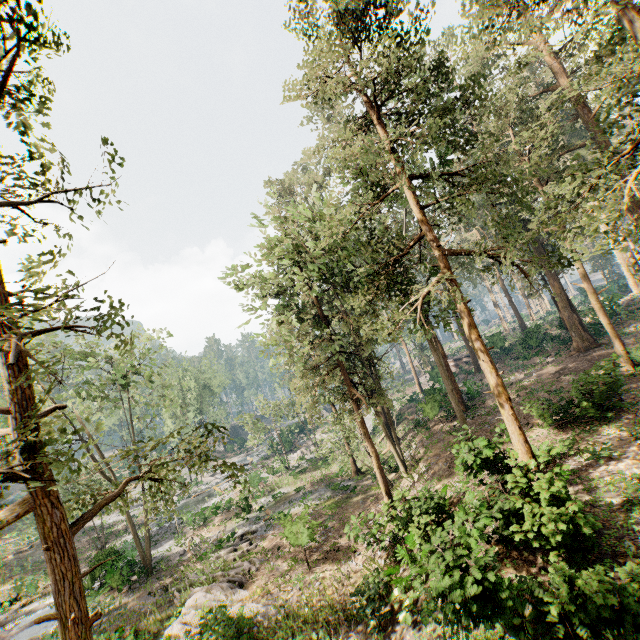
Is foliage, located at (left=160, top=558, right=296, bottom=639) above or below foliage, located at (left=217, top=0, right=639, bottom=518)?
below

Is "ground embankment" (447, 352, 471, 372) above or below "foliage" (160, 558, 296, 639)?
above

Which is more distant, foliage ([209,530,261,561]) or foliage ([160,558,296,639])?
foliage ([209,530,261,561])

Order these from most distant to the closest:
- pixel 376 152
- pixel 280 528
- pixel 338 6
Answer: pixel 280 528
pixel 338 6
pixel 376 152

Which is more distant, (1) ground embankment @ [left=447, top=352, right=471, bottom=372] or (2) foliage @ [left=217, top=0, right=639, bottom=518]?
(1) ground embankment @ [left=447, top=352, right=471, bottom=372]

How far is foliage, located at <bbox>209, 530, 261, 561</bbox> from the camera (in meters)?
20.92

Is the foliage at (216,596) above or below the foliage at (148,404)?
below

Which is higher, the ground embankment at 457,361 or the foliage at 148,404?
the foliage at 148,404
